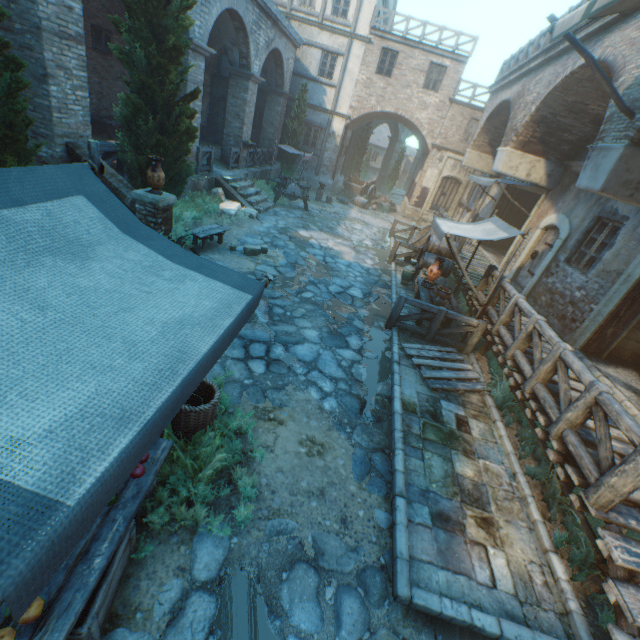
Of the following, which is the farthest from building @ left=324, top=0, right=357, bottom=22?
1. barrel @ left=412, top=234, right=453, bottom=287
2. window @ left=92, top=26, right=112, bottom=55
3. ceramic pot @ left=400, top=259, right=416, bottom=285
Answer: ceramic pot @ left=400, top=259, right=416, bottom=285

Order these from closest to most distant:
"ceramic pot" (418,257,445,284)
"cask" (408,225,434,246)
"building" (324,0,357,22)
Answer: "ceramic pot" (418,257,445,284) → "cask" (408,225,434,246) → "building" (324,0,357,22)

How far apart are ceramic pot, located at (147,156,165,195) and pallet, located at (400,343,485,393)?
6.60m

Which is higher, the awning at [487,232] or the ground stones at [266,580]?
the awning at [487,232]

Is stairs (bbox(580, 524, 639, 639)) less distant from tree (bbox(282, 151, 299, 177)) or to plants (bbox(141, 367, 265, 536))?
plants (bbox(141, 367, 265, 536))

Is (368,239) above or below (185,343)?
below

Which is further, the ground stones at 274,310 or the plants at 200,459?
the ground stones at 274,310

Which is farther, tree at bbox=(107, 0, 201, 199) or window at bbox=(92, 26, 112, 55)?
window at bbox=(92, 26, 112, 55)
